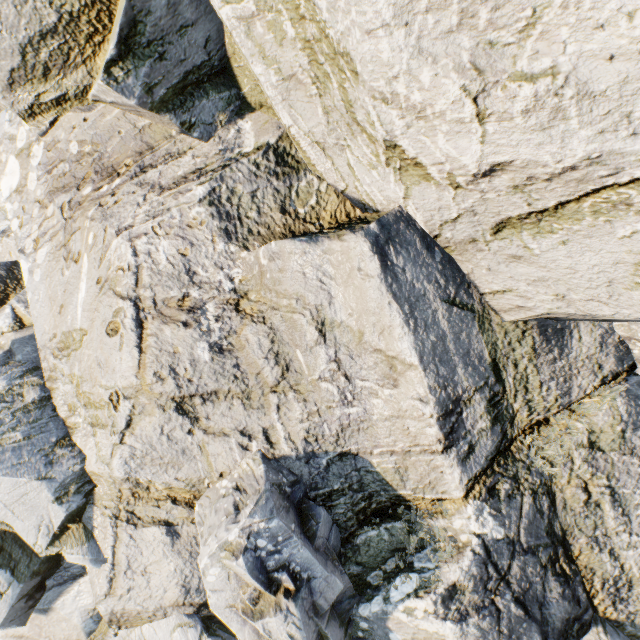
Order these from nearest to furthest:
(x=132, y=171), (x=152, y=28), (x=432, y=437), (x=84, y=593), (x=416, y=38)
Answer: (x=416, y=38) → (x=152, y=28) → (x=432, y=437) → (x=132, y=171) → (x=84, y=593)
